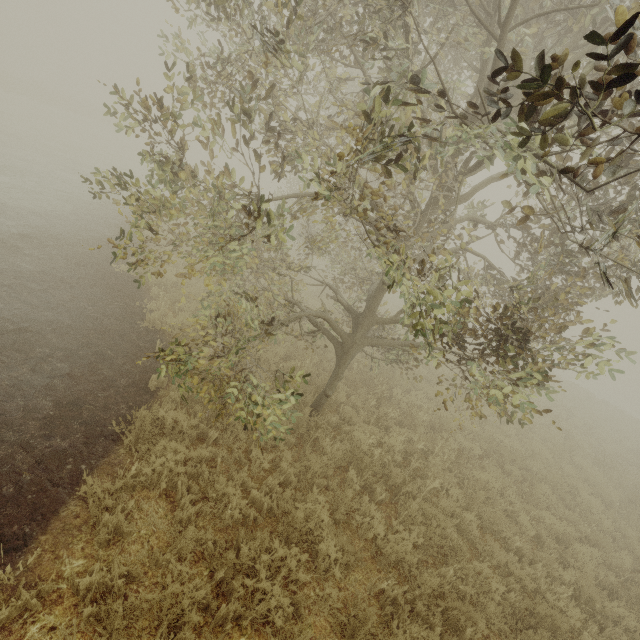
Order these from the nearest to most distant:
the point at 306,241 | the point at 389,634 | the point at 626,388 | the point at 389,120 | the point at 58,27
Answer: the point at 389,120
the point at 389,634
the point at 306,241
the point at 58,27
the point at 626,388
